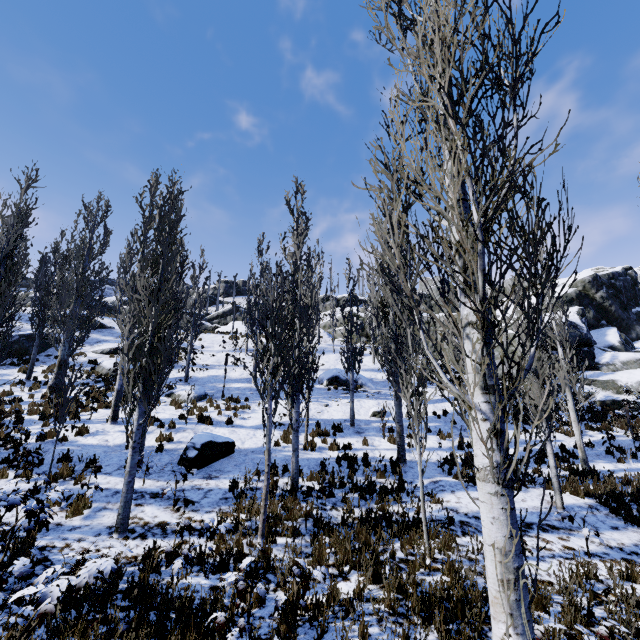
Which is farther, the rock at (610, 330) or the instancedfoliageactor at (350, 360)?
the rock at (610, 330)

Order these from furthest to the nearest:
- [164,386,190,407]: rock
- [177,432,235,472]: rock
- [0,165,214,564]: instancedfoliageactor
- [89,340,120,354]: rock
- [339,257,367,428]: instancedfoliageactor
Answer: [89,340,120,354]: rock → [164,386,190,407]: rock → [339,257,367,428]: instancedfoliageactor → [177,432,235,472]: rock → [0,165,214,564]: instancedfoliageactor

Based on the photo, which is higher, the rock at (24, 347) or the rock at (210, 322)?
the rock at (210, 322)

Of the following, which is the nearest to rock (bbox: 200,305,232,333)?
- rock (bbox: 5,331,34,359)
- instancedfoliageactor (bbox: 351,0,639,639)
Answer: instancedfoliageactor (bbox: 351,0,639,639)

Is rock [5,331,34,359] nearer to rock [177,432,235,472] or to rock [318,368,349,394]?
rock [177,432,235,472]

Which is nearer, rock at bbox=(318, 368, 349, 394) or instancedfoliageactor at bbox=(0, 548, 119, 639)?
instancedfoliageactor at bbox=(0, 548, 119, 639)

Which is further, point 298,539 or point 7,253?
point 7,253

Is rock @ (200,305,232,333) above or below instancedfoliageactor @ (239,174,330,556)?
above
